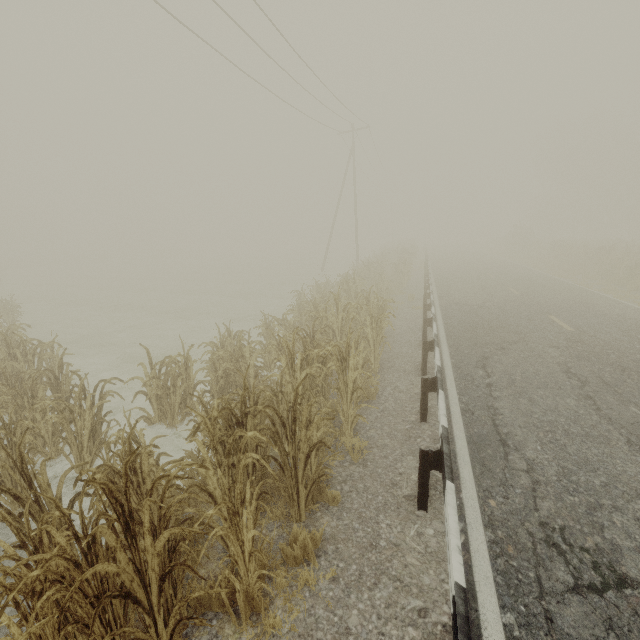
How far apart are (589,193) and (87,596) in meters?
64.2
